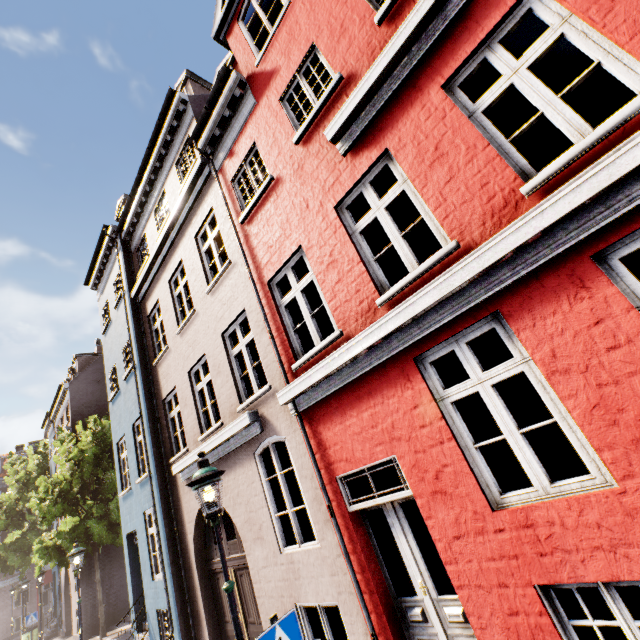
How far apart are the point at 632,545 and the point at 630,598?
3.3m

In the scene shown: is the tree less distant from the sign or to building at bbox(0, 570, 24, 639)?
building at bbox(0, 570, 24, 639)

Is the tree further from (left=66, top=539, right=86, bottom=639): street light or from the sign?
the sign

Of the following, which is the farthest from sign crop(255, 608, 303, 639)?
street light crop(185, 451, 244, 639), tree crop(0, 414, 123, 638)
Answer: tree crop(0, 414, 123, 638)

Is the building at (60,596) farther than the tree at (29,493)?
Yes

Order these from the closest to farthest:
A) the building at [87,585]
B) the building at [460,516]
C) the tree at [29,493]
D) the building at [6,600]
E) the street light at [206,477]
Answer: the building at [460,516]
the street light at [206,477]
the tree at [29,493]
the building at [87,585]
the building at [6,600]

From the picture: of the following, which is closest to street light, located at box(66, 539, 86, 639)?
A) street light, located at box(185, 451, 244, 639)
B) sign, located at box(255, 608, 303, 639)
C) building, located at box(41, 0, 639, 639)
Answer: building, located at box(41, 0, 639, 639)

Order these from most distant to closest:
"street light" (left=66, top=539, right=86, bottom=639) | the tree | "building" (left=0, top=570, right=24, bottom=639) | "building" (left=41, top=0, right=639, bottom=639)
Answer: "building" (left=0, top=570, right=24, bottom=639) < the tree < "street light" (left=66, top=539, right=86, bottom=639) < "building" (left=41, top=0, right=639, bottom=639)
